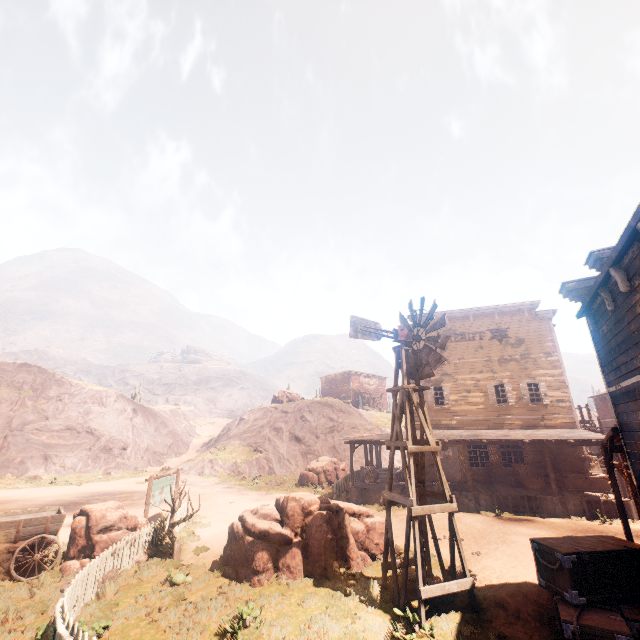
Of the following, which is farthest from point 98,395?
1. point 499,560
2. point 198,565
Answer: point 499,560

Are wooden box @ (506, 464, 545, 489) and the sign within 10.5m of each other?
no

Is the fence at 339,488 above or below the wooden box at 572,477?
below

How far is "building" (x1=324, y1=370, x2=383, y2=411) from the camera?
55.6m

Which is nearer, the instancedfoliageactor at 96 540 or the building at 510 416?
the building at 510 416

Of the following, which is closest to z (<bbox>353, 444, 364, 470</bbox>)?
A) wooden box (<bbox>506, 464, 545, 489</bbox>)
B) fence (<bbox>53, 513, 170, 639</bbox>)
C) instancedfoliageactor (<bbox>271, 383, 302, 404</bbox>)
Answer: fence (<bbox>53, 513, 170, 639</bbox>)

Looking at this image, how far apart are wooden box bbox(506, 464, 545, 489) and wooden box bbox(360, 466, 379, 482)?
7.63m
